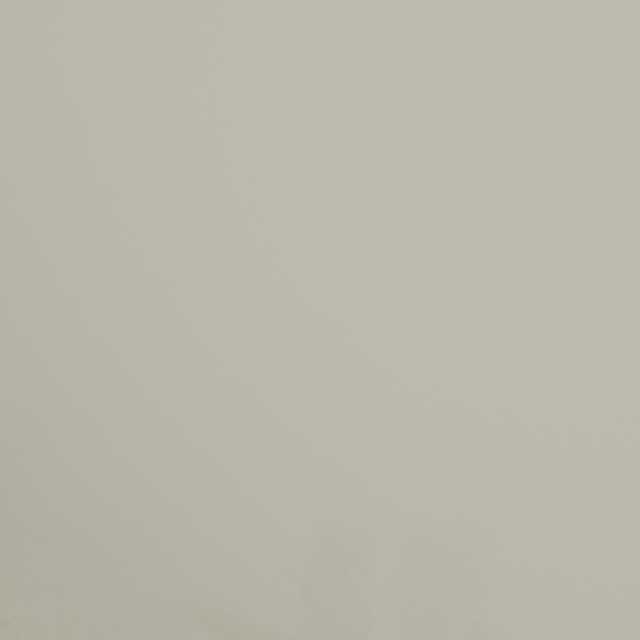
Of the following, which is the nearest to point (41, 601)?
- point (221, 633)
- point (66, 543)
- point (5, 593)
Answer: point (5, 593)
